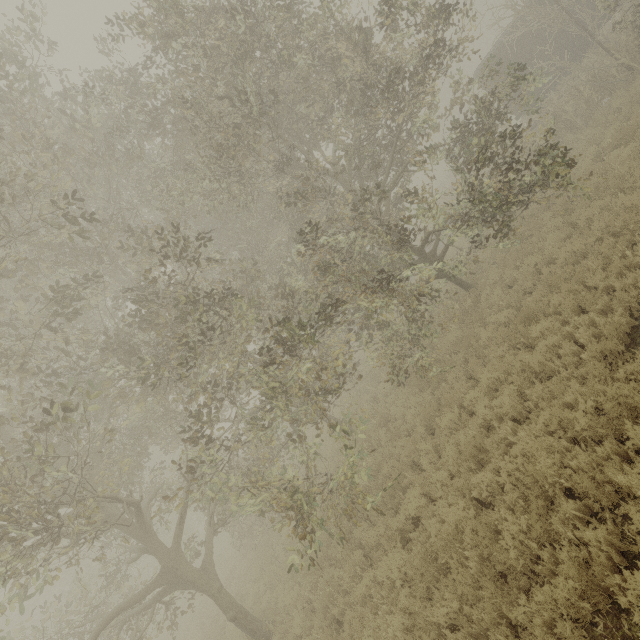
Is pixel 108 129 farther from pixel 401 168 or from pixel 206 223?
pixel 401 168

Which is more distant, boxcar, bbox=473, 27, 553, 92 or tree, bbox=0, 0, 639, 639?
boxcar, bbox=473, 27, 553, 92

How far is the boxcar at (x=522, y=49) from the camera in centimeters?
1694cm

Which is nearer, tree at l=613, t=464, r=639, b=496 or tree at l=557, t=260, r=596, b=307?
tree at l=613, t=464, r=639, b=496

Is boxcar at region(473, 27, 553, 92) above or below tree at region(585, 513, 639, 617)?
above

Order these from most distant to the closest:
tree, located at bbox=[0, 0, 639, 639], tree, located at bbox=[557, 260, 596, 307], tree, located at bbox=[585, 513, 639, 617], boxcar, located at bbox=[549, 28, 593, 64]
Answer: boxcar, located at bbox=[549, 28, 593, 64] → tree, located at bbox=[557, 260, 596, 307] → tree, located at bbox=[0, 0, 639, 639] → tree, located at bbox=[585, 513, 639, 617]

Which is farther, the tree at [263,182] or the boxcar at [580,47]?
the boxcar at [580,47]
